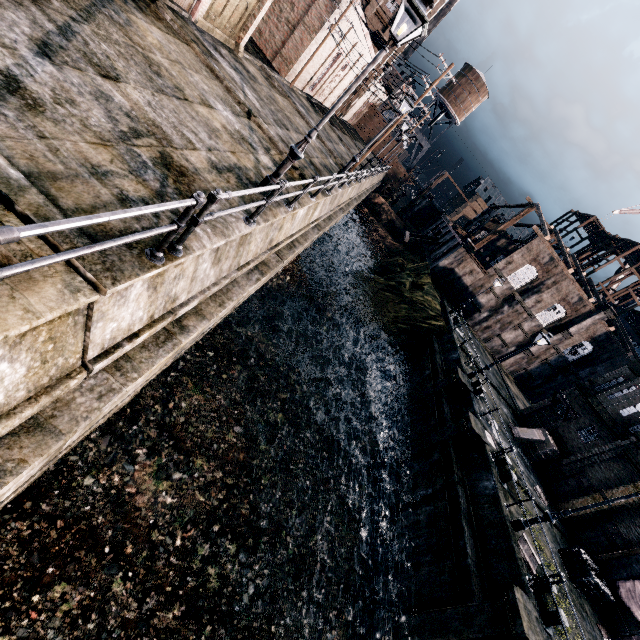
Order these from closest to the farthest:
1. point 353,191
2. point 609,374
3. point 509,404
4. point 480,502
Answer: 1. point 480,502
2. point 609,374
3. point 353,191
4. point 509,404

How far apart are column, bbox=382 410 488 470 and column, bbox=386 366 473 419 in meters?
2.9

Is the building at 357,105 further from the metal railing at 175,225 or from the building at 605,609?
the building at 605,609

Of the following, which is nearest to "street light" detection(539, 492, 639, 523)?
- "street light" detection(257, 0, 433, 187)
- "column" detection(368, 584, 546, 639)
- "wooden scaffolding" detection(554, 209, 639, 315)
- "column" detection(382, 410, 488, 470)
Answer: "column" detection(368, 584, 546, 639)

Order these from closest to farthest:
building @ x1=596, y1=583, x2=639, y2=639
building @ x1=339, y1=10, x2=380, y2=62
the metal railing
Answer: the metal railing < building @ x1=596, y1=583, x2=639, y2=639 < building @ x1=339, y1=10, x2=380, y2=62

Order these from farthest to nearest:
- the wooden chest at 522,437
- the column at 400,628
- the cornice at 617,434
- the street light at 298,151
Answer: the wooden chest at 522,437
the cornice at 617,434
the column at 400,628
the street light at 298,151

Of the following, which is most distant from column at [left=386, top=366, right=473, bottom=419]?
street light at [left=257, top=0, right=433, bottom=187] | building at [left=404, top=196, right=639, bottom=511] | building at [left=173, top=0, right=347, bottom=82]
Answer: building at [left=173, top=0, right=347, bottom=82]

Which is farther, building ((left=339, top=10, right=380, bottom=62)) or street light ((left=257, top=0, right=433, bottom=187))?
building ((left=339, top=10, right=380, bottom=62))
